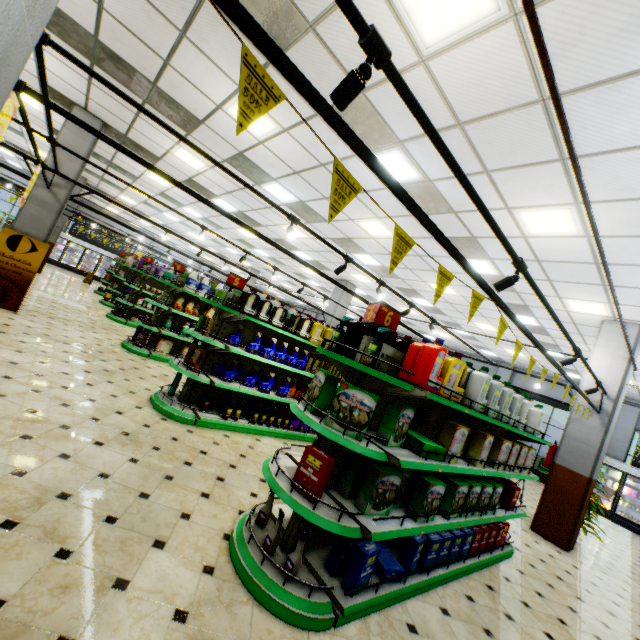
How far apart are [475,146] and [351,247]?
5.6 meters

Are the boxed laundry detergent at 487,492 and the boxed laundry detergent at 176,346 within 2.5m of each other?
no

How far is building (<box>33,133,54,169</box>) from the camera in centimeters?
758cm

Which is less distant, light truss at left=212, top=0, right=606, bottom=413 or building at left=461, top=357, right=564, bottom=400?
light truss at left=212, top=0, right=606, bottom=413

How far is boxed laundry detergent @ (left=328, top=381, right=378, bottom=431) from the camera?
2.6 meters

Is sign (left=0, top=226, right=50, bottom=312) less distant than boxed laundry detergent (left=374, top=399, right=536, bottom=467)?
No

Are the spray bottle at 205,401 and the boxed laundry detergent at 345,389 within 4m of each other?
yes

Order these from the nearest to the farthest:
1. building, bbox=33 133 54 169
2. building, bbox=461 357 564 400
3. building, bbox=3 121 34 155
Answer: building, bbox=33 133 54 169 < building, bbox=3 121 34 155 < building, bbox=461 357 564 400
